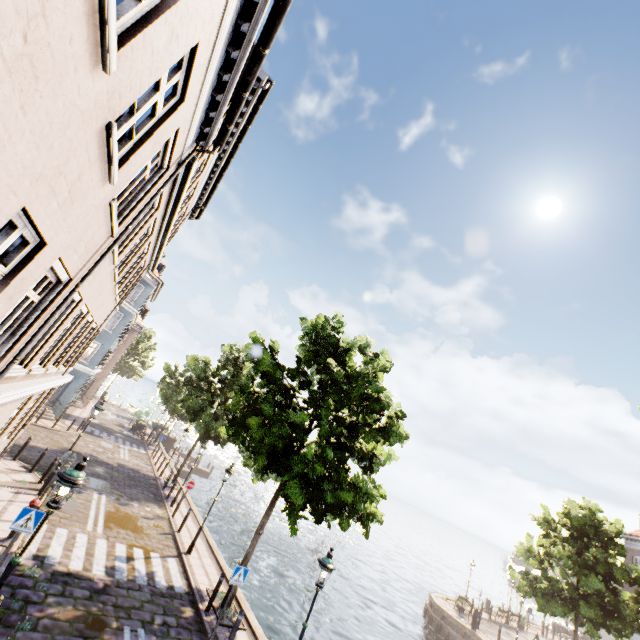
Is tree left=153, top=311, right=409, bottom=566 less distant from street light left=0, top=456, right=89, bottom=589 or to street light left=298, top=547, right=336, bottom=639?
street light left=298, top=547, right=336, bottom=639

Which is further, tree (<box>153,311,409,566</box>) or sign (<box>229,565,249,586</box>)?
tree (<box>153,311,409,566</box>)

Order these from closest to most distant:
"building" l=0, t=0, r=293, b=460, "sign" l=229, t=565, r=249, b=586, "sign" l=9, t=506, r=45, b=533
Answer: "building" l=0, t=0, r=293, b=460
"sign" l=9, t=506, r=45, b=533
"sign" l=229, t=565, r=249, b=586

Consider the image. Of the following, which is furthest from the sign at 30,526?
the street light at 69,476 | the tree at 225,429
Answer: the tree at 225,429

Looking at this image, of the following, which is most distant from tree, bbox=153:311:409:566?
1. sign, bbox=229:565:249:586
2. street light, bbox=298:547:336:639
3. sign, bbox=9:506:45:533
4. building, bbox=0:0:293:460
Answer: sign, bbox=9:506:45:533

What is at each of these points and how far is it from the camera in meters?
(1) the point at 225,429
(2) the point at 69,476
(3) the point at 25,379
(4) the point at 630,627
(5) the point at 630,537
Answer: (1) tree, 14.9
(2) street light, 5.5
(3) building, 7.4
(4) tree, 18.1
(5) building, 26.6

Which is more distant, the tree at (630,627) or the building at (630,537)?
the building at (630,537)

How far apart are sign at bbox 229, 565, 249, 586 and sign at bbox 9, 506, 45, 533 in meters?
5.4
